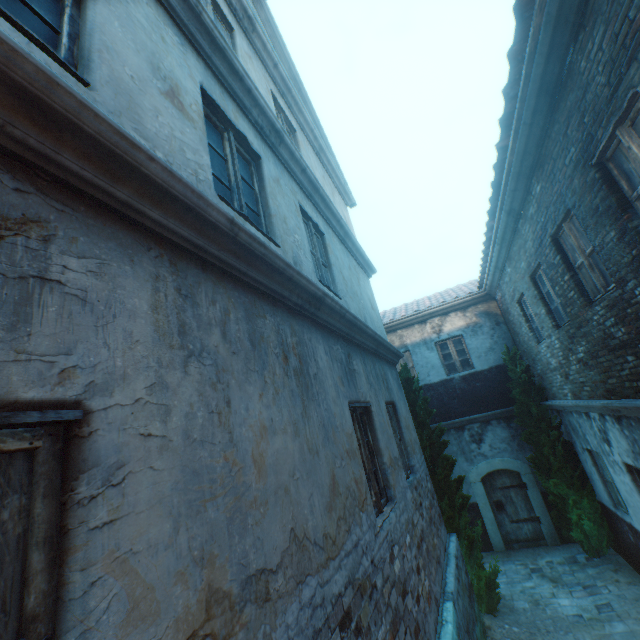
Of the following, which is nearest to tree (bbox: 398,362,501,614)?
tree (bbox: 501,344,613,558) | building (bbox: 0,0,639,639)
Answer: tree (bbox: 501,344,613,558)

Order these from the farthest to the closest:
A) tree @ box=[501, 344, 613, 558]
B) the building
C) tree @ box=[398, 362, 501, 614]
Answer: tree @ box=[501, 344, 613, 558] < tree @ box=[398, 362, 501, 614] < the building

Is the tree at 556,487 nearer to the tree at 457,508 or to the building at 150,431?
the tree at 457,508

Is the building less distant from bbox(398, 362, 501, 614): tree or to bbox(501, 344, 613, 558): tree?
bbox(501, 344, 613, 558): tree

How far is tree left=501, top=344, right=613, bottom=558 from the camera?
8.24m

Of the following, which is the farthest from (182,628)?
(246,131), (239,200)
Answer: (246,131)
